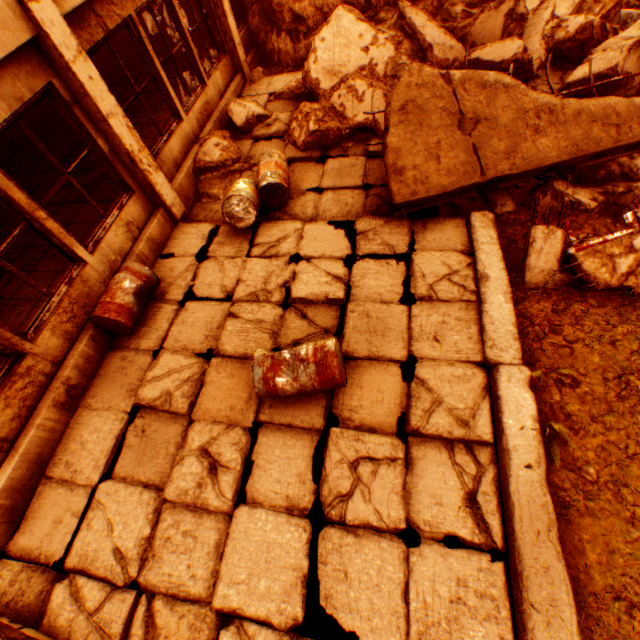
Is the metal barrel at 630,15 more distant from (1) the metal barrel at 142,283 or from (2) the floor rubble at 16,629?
(2) the floor rubble at 16,629

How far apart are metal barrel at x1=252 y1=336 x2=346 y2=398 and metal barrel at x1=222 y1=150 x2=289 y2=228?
2.4m

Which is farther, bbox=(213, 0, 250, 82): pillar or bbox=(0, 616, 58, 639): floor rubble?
bbox=(213, 0, 250, 82): pillar

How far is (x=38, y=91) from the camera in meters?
3.7 m

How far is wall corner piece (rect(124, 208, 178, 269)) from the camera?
5.13m

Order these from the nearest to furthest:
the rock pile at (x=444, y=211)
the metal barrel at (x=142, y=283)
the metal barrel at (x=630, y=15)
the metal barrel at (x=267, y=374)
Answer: the metal barrel at (x=267, y=374), the metal barrel at (x=142, y=283), the rock pile at (x=444, y=211), the metal barrel at (x=630, y=15)

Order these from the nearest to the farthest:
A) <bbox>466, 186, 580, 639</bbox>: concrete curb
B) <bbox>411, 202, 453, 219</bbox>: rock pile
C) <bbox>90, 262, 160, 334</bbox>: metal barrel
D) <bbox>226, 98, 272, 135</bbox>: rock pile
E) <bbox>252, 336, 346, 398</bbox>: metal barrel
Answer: <bbox>466, 186, 580, 639</bbox>: concrete curb
<bbox>252, 336, 346, 398</bbox>: metal barrel
<bbox>90, 262, 160, 334</bbox>: metal barrel
<bbox>411, 202, 453, 219</bbox>: rock pile
<bbox>226, 98, 272, 135</bbox>: rock pile

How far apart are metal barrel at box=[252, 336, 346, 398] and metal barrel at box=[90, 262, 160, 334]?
2.03m
